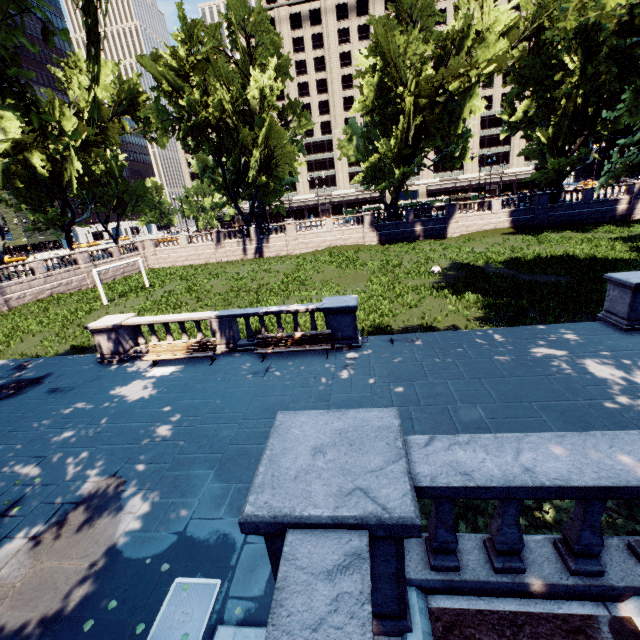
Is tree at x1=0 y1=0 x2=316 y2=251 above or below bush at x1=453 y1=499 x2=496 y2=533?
above

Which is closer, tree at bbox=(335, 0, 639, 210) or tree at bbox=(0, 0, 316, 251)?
tree at bbox=(0, 0, 316, 251)

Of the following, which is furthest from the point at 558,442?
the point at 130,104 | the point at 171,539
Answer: the point at 130,104

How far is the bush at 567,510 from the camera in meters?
4.8 m

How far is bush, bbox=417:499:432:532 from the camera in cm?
518
